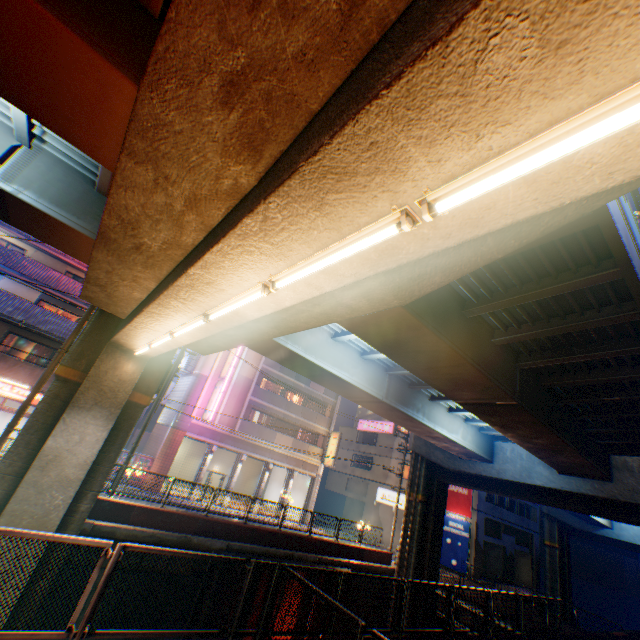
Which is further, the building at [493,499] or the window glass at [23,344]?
the building at [493,499]

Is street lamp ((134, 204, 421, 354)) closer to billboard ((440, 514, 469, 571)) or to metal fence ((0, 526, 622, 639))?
metal fence ((0, 526, 622, 639))

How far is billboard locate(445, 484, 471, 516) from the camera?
31.8m

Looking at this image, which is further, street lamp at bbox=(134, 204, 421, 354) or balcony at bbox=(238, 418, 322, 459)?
balcony at bbox=(238, 418, 322, 459)

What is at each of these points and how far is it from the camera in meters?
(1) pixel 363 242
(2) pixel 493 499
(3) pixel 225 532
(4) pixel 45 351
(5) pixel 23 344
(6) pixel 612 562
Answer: (1) street lamp, 3.2 m
(2) building, 35.5 m
(3) concrete block, 15.9 m
(4) curtain, 21.4 m
(5) window glass, 21.0 m
(6) building, 55.1 m

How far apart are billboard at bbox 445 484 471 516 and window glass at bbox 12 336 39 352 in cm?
3641

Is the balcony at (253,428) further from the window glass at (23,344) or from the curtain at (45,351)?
the window glass at (23,344)

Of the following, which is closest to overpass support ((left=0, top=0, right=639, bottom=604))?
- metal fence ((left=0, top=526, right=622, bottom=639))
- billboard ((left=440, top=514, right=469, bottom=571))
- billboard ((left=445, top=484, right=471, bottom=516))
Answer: metal fence ((left=0, top=526, right=622, bottom=639))
